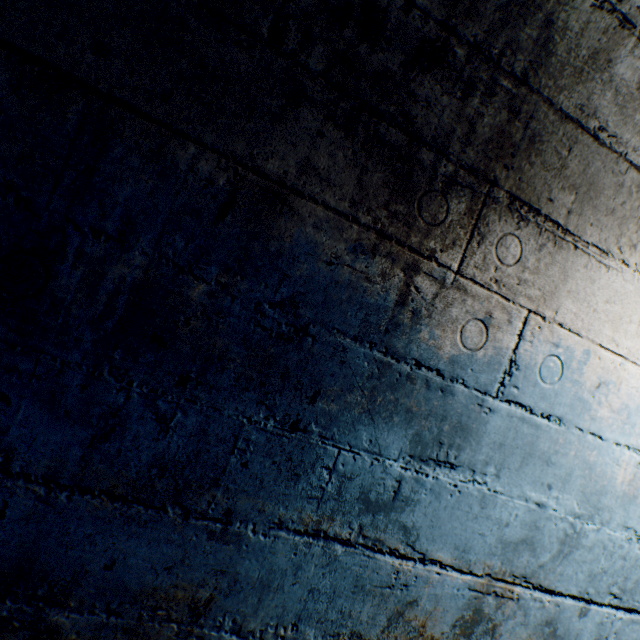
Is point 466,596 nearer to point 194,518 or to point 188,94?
point 194,518
